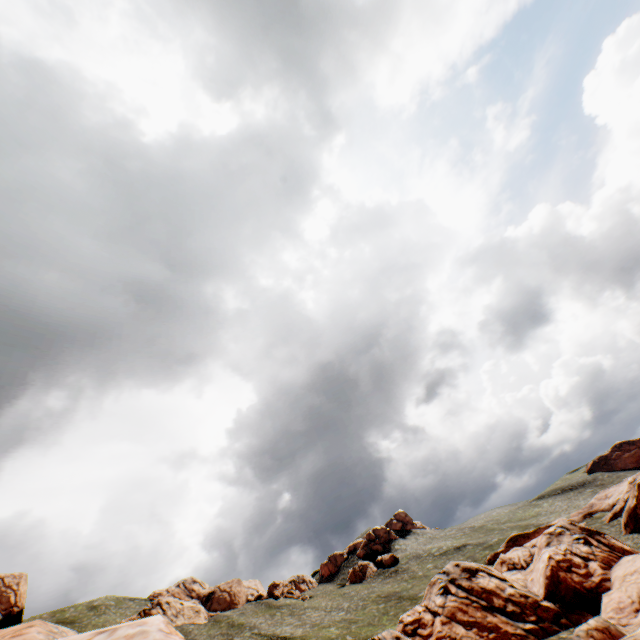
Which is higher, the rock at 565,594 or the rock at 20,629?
the rock at 20,629

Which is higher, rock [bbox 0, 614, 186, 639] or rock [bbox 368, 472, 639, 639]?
rock [bbox 0, 614, 186, 639]

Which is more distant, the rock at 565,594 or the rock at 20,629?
the rock at 565,594

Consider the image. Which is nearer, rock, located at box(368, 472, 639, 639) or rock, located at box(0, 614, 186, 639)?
rock, located at box(0, 614, 186, 639)

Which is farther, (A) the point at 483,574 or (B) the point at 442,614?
(A) the point at 483,574
